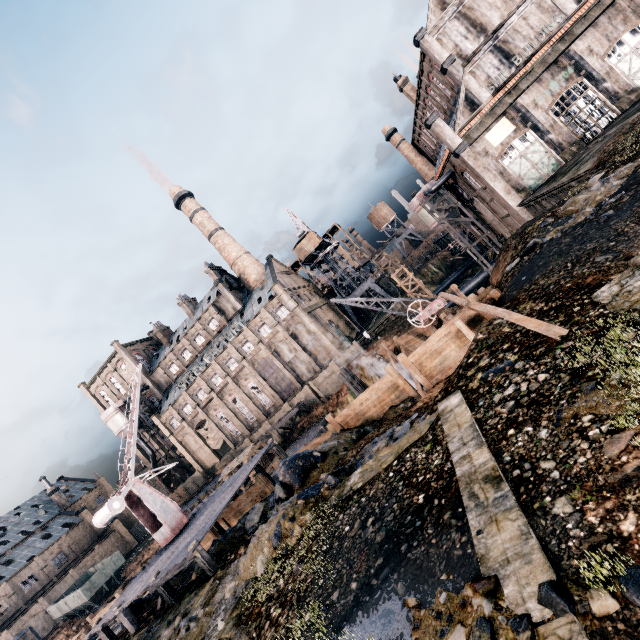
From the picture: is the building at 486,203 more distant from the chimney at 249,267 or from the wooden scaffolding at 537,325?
the chimney at 249,267

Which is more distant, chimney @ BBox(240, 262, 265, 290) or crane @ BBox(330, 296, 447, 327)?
chimney @ BBox(240, 262, 265, 290)

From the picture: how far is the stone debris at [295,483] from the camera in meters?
10.0

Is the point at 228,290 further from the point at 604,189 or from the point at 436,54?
the point at 604,189

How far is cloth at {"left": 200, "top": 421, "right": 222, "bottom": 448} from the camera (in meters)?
59.31

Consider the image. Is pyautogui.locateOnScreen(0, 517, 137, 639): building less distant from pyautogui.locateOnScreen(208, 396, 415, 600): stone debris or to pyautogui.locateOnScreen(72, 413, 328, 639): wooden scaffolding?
pyautogui.locateOnScreen(72, 413, 328, 639): wooden scaffolding

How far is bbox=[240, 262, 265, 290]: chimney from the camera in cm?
5906

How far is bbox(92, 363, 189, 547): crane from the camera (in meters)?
18.55
